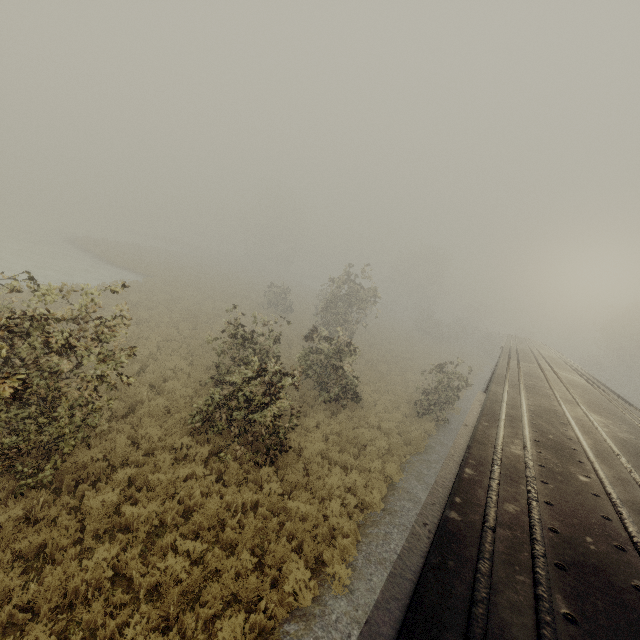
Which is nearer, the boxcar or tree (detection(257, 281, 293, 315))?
the boxcar

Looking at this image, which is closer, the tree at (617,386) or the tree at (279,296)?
the tree at (279,296)

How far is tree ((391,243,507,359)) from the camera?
44.8 meters

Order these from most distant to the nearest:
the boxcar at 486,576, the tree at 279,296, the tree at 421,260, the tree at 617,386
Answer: the tree at 421,260 < the tree at 617,386 < the tree at 279,296 < the boxcar at 486,576

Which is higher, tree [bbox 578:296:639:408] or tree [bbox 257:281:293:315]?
tree [bbox 578:296:639:408]

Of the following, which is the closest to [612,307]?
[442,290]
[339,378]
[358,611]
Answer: [442,290]

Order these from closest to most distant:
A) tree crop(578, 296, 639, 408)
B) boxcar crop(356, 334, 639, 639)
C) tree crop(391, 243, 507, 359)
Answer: boxcar crop(356, 334, 639, 639) < tree crop(578, 296, 639, 408) < tree crop(391, 243, 507, 359)
